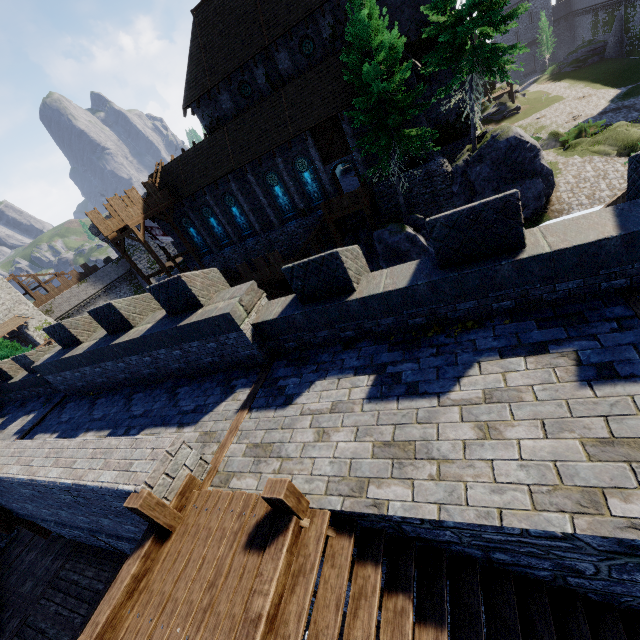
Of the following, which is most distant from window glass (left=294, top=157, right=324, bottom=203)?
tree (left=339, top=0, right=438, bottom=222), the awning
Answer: the awning

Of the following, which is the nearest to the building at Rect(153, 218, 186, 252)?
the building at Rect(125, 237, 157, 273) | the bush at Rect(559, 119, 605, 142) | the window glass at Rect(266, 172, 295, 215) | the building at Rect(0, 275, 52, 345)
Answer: the window glass at Rect(266, 172, 295, 215)

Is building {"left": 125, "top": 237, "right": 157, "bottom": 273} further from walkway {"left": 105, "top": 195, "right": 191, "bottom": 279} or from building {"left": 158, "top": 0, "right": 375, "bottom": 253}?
walkway {"left": 105, "top": 195, "right": 191, "bottom": 279}

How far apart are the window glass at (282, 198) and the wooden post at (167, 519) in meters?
26.6

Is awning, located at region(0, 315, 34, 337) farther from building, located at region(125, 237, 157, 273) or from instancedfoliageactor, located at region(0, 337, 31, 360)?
building, located at region(125, 237, 157, 273)

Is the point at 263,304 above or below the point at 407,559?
above

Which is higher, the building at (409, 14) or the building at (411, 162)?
the building at (409, 14)

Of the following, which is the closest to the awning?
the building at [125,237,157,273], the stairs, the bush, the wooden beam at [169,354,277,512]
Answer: the building at [125,237,157,273]
